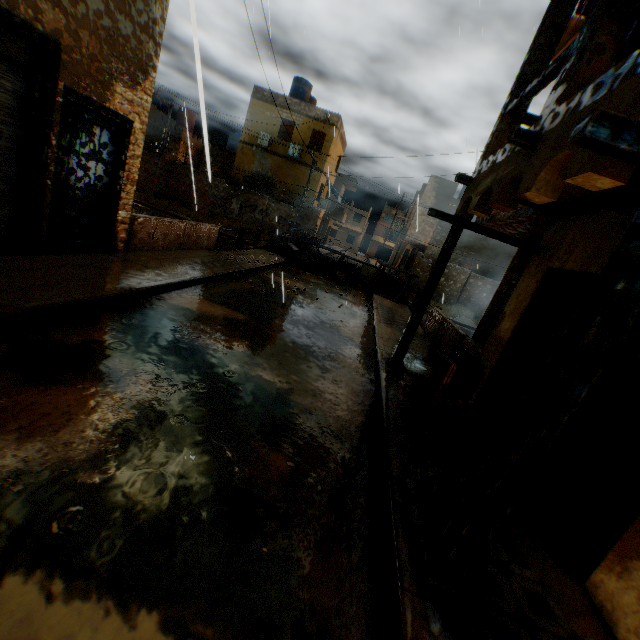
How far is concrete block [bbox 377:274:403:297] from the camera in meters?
17.3 m

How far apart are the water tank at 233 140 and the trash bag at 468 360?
33.49m

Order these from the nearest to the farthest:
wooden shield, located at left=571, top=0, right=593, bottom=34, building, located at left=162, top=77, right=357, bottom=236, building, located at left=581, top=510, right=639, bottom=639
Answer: building, located at left=581, top=510, right=639, bottom=639 < wooden shield, located at left=571, top=0, right=593, bottom=34 < building, located at left=162, top=77, right=357, bottom=236

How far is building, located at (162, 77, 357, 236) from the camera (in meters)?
24.03

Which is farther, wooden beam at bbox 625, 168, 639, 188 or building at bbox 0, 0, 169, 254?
building at bbox 0, 0, 169, 254

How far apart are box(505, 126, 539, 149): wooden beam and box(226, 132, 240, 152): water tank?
35.6 meters

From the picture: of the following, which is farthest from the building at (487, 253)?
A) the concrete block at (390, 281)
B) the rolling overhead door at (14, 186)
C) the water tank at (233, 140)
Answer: the water tank at (233, 140)

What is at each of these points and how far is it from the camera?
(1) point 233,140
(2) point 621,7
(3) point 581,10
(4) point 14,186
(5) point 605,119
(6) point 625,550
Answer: (1) water tank, 33.31m
(2) wooden beam, 2.97m
(3) wooden shield, 8.70m
(4) rolling overhead door, 5.34m
(5) wooden beam, 1.64m
(6) building, 2.69m
